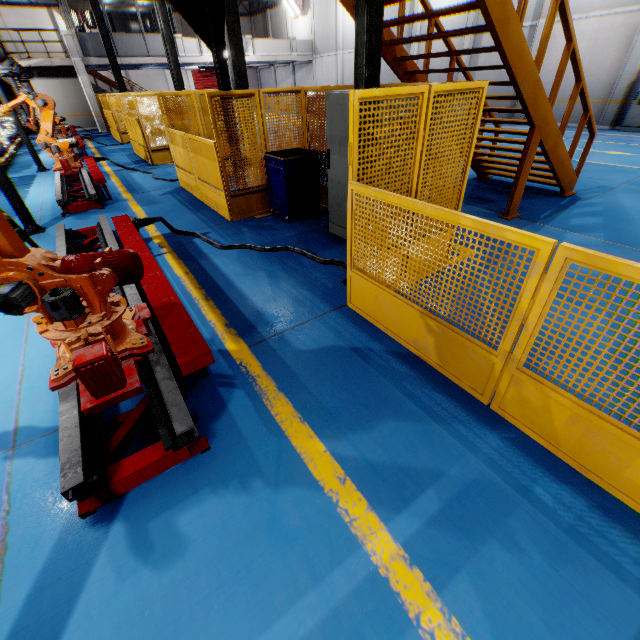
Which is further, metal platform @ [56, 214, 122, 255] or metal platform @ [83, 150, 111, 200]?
metal platform @ [83, 150, 111, 200]

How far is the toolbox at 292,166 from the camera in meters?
6.0

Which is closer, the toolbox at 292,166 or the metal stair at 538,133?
the metal stair at 538,133

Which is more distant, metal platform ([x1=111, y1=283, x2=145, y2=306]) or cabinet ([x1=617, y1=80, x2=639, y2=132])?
cabinet ([x1=617, y1=80, x2=639, y2=132])

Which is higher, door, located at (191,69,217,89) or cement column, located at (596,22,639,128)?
door, located at (191,69,217,89)

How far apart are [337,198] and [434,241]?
1.9 meters

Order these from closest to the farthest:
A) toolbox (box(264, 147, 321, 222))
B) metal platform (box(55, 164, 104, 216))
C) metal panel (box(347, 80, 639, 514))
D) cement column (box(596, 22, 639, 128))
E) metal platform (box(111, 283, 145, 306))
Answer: metal panel (box(347, 80, 639, 514)), metal platform (box(111, 283, 145, 306)), toolbox (box(264, 147, 321, 222)), metal platform (box(55, 164, 104, 216)), cement column (box(596, 22, 639, 128))

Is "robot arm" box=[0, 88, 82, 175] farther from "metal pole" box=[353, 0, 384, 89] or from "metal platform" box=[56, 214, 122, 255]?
"metal pole" box=[353, 0, 384, 89]
